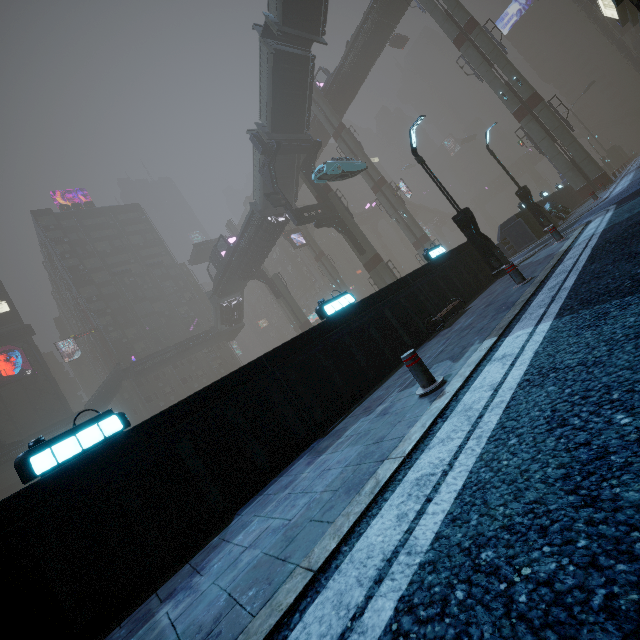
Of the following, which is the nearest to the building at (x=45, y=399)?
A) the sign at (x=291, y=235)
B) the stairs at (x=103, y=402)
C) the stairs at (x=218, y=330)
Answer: the stairs at (x=103, y=402)

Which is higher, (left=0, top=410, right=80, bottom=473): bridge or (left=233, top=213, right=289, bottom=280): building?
A: (left=233, top=213, right=289, bottom=280): building

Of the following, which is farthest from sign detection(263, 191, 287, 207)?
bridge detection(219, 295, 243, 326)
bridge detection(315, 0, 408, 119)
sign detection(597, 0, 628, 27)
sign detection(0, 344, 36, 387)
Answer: sign detection(0, 344, 36, 387)

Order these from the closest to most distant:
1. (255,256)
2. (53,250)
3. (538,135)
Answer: (538,135) → (255,256) → (53,250)

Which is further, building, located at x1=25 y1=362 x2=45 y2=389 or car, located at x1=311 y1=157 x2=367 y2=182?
building, located at x1=25 y1=362 x2=45 y2=389

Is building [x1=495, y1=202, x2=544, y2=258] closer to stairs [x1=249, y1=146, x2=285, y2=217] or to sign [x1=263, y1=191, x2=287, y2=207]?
stairs [x1=249, y1=146, x2=285, y2=217]

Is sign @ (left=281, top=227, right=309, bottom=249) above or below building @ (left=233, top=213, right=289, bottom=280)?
above

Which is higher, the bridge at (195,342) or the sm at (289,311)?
the bridge at (195,342)
